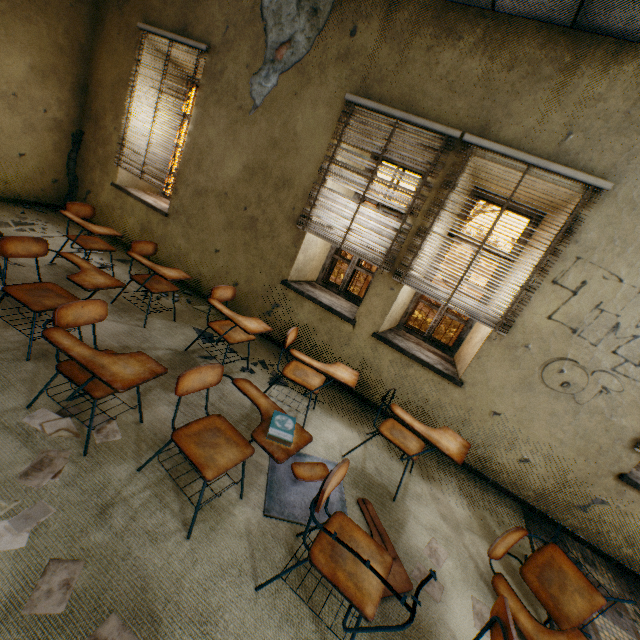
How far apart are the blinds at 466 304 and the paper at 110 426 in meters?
2.7

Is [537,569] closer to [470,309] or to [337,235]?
[470,309]

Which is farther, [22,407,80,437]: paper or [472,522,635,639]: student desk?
[22,407,80,437]: paper

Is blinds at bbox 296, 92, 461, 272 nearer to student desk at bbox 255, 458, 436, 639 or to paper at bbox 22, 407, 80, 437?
student desk at bbox 255, 458, 436, 639

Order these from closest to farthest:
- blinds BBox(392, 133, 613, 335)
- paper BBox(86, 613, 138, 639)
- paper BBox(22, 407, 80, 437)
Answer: paper BBox(86, 613, 138, 639) → paper BBox(22, 407, 80, 437) → blinds BBox(392, 133, 613, 335)

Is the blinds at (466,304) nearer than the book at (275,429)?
No

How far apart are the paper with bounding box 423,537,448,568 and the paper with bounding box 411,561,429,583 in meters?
0.1 m

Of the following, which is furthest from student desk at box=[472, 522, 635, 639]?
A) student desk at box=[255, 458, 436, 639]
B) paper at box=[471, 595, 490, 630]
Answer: student desk at box=[255, 458, 436, 639]
